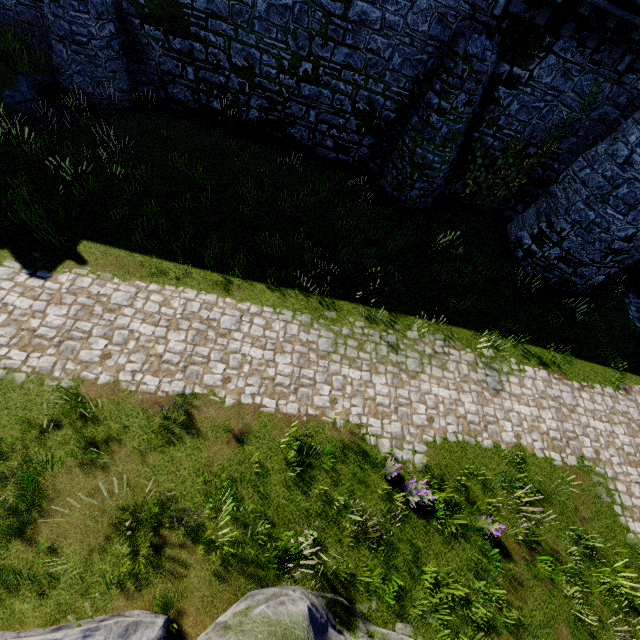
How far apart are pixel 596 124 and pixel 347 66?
10.1m
